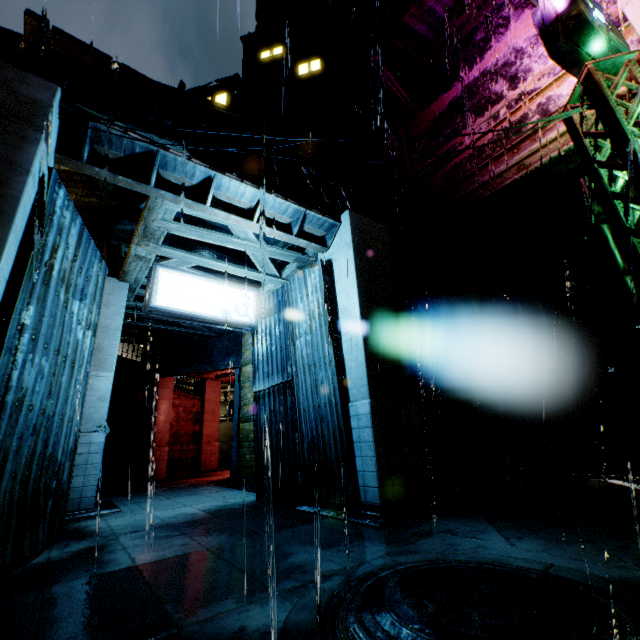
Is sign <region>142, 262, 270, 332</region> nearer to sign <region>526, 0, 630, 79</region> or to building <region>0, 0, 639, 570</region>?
building <region>0, 0, 639, 570</region>

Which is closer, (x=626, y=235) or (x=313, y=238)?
(x=626, y=235)

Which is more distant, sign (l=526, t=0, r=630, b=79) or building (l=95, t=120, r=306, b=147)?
sign (l=526, t=0, r=630, b=79)

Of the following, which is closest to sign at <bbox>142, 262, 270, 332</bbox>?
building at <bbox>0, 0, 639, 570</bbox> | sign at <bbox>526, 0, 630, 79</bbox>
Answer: building at <bbox>0, 0, 639, 570</bbox>

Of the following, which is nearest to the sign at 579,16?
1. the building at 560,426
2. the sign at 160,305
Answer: the building at 560,426

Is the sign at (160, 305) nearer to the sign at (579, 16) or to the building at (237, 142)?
the building at (237, 142)

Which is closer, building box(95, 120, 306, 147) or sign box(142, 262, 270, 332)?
building box(95, 120, 306, 147)
